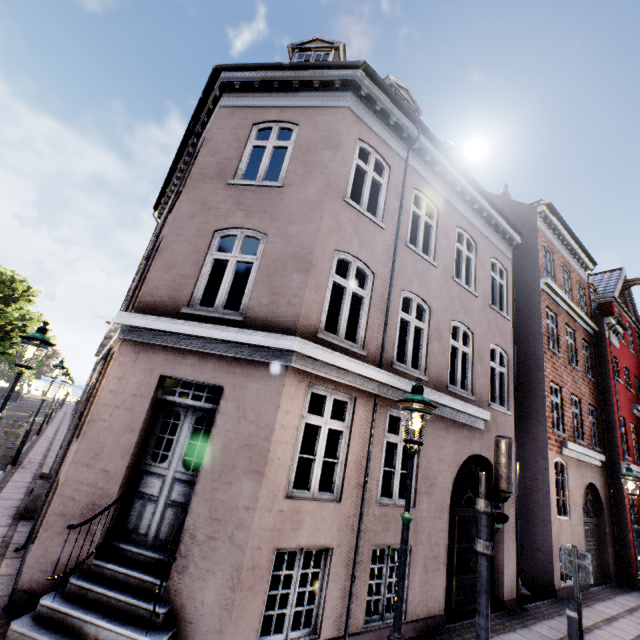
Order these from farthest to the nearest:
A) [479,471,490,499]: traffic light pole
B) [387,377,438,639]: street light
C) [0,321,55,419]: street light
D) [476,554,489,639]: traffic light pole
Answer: [0,321,55,419]: street light, [479,471,490,499]: traffic light pole, [476,554,489,639]: traffic light pole, [387,377,438,639]: street light

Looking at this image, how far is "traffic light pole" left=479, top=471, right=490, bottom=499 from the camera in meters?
4.6

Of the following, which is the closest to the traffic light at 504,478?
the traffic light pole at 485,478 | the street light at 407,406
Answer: the traffic light pole at 485,478

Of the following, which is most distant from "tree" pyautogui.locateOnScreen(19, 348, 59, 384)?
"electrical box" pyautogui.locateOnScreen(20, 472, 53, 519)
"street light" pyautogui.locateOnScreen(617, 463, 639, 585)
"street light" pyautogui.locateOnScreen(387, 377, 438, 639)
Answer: "street light" pyautogui.locateOnScreen(617, 463, 639, 585)

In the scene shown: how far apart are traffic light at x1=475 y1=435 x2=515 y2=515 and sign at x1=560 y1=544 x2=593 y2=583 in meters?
3.5

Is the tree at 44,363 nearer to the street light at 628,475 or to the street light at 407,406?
the street light at 407,406

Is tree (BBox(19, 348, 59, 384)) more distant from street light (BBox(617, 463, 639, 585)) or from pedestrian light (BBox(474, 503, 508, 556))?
street light (BBox(617, 463, 639, 585))

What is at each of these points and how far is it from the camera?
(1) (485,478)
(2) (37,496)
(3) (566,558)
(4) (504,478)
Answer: (1) traffic light pole, 4.64m
(2) electrical box, 7.53m
(3) sign, 6.36m
(4) traffic light, 4.45m
